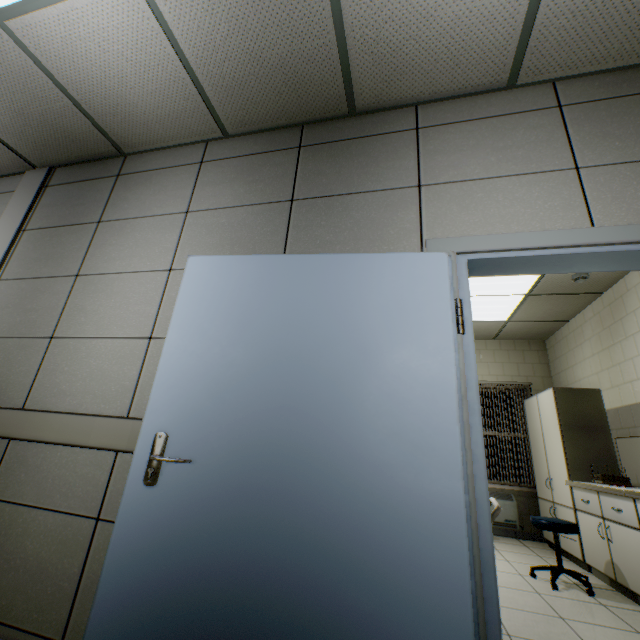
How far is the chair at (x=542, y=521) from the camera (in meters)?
3.08

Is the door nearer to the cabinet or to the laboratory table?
the laboratory table

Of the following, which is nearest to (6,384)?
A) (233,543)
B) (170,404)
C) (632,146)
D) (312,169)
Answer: (170,404)

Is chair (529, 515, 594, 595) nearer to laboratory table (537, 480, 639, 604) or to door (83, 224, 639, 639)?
laboratory table (537, 480, 639, 604)

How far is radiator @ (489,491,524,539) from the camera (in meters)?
5.03

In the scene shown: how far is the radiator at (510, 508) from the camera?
5.0 meters

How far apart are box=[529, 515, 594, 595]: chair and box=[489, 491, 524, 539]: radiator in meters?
1.7 m

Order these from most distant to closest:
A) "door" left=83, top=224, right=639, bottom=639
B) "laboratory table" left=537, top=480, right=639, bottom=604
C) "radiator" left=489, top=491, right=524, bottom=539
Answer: "radiator" left=489, top=491, right=524, bottom=539
"laboratory table" left=537, top=480, right=639, bottom=604
"door" left=83, top=224, right=639, bottom=639
